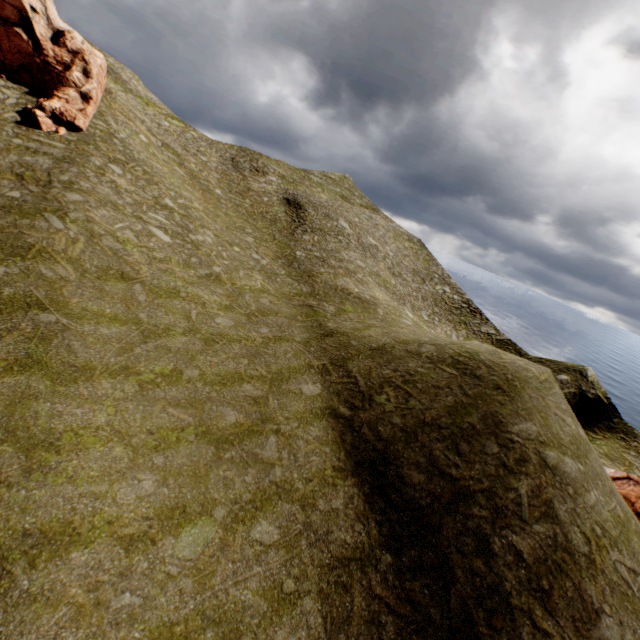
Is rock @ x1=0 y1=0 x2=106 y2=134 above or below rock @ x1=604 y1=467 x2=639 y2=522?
above

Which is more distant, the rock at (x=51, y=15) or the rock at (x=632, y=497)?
the rock at (x=51, y=15)

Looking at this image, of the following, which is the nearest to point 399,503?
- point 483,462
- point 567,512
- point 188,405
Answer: point 483,462

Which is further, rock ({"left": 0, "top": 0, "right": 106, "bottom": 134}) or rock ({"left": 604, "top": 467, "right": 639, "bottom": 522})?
rock ({"left": 0, "top": 0, "right": 106, "bottom": 134})

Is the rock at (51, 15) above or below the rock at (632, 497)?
above
